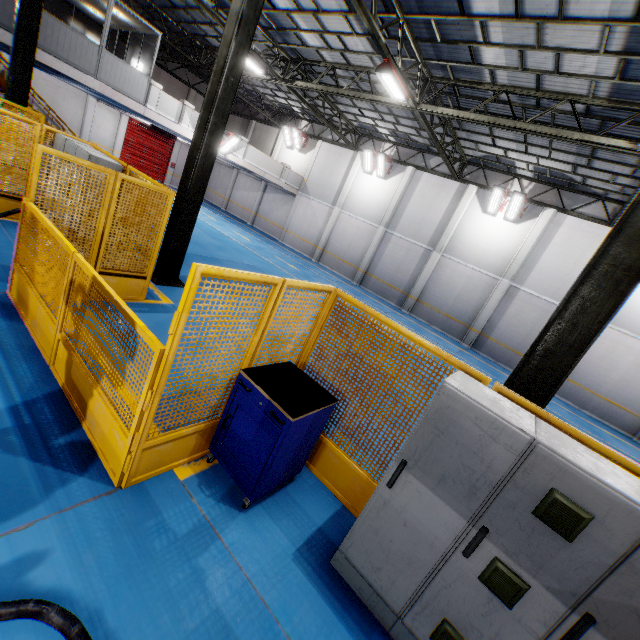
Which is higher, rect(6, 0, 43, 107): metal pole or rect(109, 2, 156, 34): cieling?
rect(109, 2, 156, 34): cieling

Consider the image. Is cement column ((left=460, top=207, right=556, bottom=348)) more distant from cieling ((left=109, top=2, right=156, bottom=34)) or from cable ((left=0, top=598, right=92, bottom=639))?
cieling ((left=109, top=2, right=156, bottom=34))

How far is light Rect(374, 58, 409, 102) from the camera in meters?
9.8

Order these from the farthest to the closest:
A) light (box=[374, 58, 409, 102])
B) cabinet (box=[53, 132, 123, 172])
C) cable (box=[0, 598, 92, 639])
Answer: light (box=[374, 58, 409, 102])
cabinet (box=[53, 132, 123, 172])
cable (box=[0, 598, 92, 639])

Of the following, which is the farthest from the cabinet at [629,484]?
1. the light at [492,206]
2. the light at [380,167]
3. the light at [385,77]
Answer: the light at [380,167]

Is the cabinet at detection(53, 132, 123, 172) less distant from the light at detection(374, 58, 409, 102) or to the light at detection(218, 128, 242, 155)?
the light at detection(374, 58, 409, 102)

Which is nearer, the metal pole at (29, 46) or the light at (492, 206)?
the metal pole at (29, 46)

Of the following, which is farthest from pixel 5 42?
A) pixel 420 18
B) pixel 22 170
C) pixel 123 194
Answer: pixel 420 18
